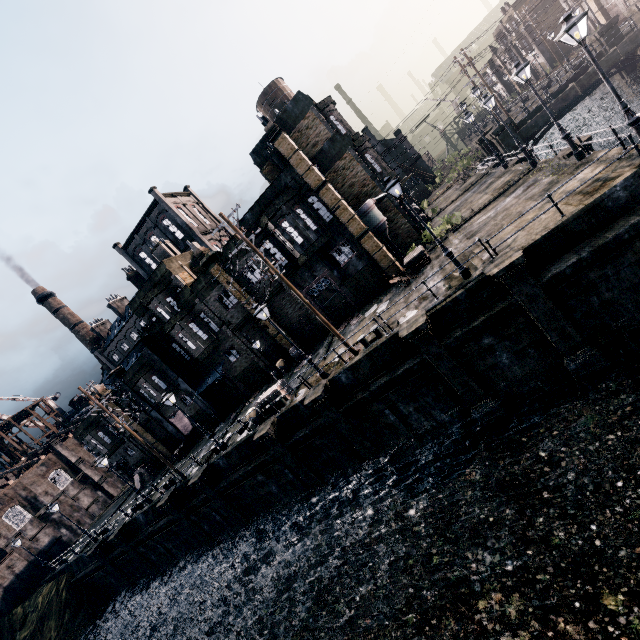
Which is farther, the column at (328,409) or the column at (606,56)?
the column at (606,56)

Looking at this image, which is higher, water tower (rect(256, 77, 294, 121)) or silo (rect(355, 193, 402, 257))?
water tower (rect(256, 77, 294, 121))

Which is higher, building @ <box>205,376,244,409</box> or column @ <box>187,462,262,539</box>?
building @ <box>205,376,244,409</box>

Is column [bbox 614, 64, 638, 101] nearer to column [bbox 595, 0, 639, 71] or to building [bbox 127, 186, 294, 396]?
column [bbox 595, 0, 639, 71]

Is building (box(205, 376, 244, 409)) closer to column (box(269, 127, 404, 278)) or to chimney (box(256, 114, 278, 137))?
column (box(269, 127, 404, 278))

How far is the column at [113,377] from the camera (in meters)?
33.72

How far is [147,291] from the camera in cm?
3047

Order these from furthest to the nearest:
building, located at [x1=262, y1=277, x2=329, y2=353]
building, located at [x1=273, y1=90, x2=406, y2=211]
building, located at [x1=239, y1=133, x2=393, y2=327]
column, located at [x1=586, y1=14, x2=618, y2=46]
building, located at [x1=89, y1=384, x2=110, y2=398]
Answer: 1. building, located at [x1=89, y1=384, x2=110, y2=398]
2. column, located at [x1=586, y1=14, x2=618, y2=46]
3. building, located at [x1=262, y1=277, x2=329, y2=353]
4. building, located at [x1=273, y1=90, x2=406, y2=211]
5. building, located at [x1=239, y1=133, x2=393, y2=327]
